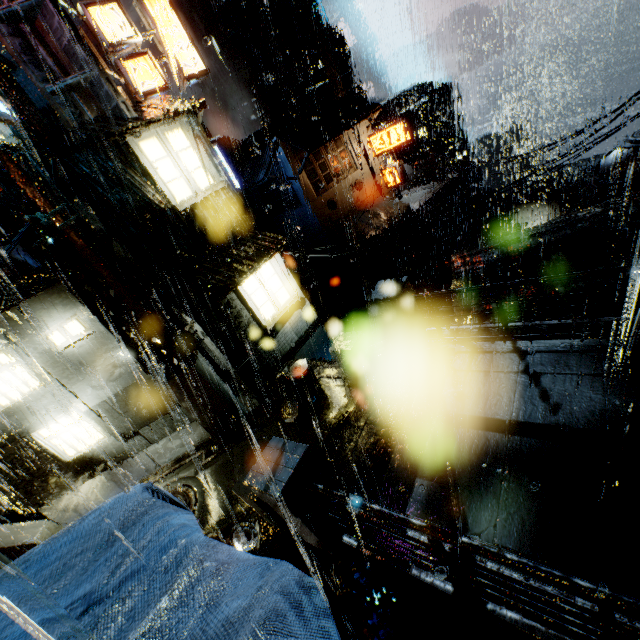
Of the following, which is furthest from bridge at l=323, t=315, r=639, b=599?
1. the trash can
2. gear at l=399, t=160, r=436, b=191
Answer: gear at l=399, t=160, r=436, b=191

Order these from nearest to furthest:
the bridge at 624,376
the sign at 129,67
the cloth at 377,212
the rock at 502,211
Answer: the bridge at 624,376
the sign at 129,67
the cloth at 377,212
the rock at 502,211

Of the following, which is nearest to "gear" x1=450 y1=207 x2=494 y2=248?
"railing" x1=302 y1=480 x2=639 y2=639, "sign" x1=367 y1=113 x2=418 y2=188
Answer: "sign" x1=367 y1=113 x2=418 y2=188

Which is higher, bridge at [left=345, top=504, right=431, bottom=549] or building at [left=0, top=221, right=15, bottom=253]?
building at [left=0, top=221, right=15, bottom=253]

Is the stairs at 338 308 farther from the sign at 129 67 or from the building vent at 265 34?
the building vent at 265 34

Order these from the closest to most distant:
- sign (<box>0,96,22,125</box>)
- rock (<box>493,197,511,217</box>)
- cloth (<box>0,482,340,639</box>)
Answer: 1. cloth (<box>0,482,340,639</box>)
2. sign (<box>0,96,22,125</box>)
3. rock (<box>493,197,511,217</box>)

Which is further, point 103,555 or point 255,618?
point 103,555

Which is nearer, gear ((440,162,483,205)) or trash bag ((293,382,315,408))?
trash bag ((293,382,315,408))
